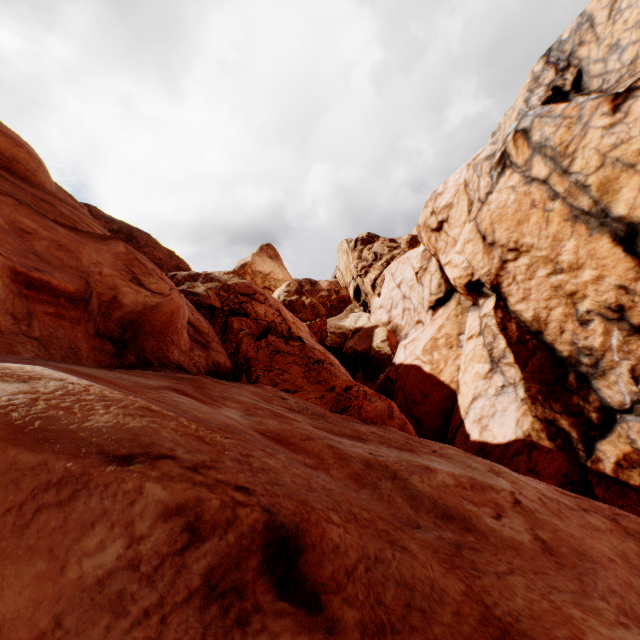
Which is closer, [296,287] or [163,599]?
[163,599]
